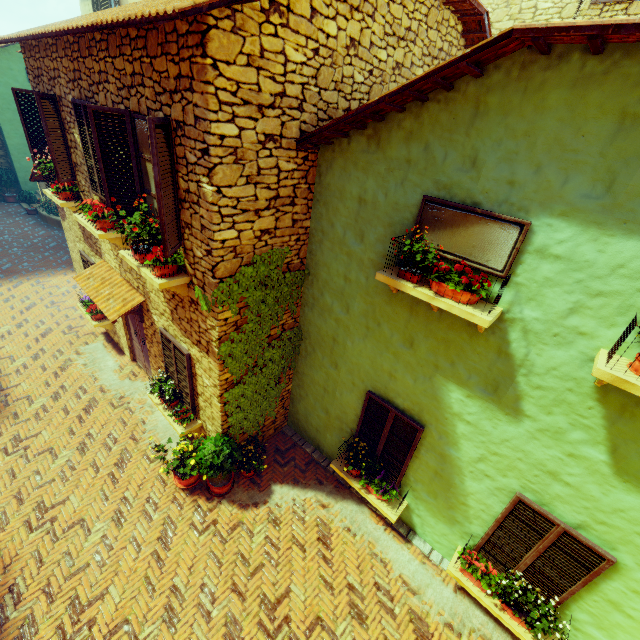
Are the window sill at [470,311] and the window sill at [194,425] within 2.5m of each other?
no

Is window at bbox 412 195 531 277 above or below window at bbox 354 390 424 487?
above

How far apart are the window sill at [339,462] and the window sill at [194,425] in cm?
284

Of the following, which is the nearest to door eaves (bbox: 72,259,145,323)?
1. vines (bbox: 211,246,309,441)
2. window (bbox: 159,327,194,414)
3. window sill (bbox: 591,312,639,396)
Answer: window (bbox: 159,327,194,414)

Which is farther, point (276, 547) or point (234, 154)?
point (276, 547)

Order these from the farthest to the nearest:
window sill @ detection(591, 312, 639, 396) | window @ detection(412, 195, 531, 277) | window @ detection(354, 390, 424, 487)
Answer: window @ detection(354, 390, 424, 487) < window @ detection(412, 195, 531, 277) < window sill @ detection(591, 312, 639, 396)

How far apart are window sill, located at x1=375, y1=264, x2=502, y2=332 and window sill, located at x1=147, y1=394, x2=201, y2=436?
4.9m

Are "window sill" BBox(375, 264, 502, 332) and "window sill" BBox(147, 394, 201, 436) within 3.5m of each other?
no
